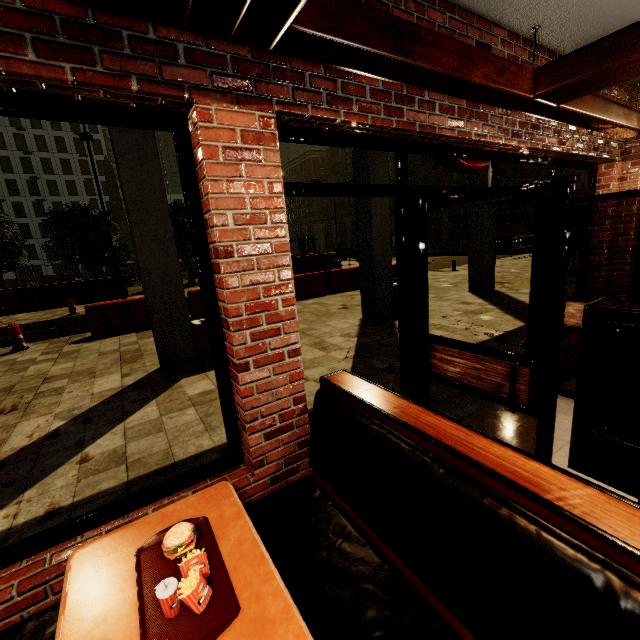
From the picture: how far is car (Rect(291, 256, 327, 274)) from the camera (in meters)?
16.44

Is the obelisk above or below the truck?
above

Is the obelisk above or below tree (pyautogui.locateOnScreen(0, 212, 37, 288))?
above

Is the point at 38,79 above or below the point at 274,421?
above

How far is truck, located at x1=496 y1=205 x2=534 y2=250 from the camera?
25.5 meters

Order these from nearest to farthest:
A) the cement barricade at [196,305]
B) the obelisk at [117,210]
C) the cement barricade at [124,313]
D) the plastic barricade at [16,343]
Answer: the plastic barricade at [16,343] < the cement barricade at [124,313] < the cement barricade at [196,305] < the obelisk at [117,210]

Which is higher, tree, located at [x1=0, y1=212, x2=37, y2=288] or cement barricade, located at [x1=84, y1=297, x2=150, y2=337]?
tree, located at [x1=0, y1=212, x2=37, y2=288]

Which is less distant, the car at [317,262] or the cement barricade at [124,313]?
the cement barricade at [124,313]
